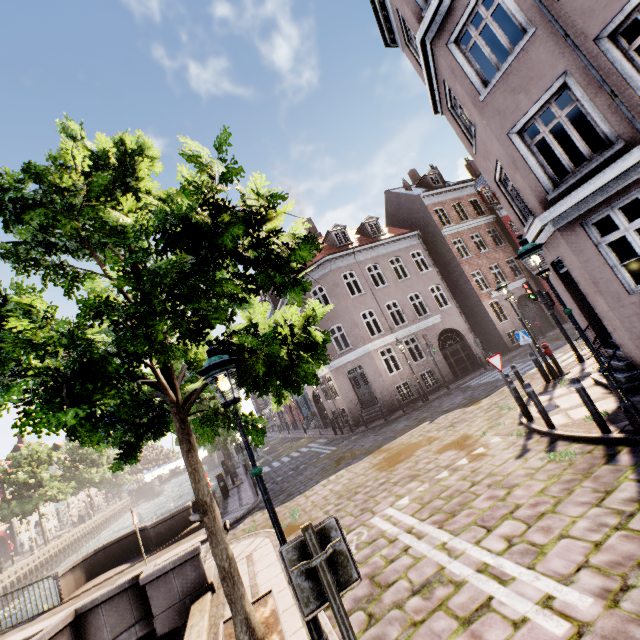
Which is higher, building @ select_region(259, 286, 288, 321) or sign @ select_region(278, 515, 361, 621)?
building @ select_region(259, 286, 288, 321)

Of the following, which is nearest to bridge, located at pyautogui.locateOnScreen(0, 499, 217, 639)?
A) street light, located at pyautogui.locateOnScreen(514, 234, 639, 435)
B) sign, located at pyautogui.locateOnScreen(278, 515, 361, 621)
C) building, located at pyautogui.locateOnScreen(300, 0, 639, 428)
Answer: street light, located at pyautogui.locateOnScreen(514, 234, 639, 435)

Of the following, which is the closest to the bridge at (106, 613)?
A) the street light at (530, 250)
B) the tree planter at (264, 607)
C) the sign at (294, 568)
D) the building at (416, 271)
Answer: the tree planter at (264, 607)

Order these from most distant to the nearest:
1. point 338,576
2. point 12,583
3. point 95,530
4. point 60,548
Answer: Result: point 95,530 → point 60,548 → point 12,583 → point 338,576

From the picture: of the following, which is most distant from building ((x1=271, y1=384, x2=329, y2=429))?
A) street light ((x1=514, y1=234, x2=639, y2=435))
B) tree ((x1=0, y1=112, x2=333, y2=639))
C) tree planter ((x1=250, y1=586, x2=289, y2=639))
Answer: tree planter ((x1=250, y1=586, x2=289, y2=639))

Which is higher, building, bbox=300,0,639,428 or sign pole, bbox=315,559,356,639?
building, bbox=300,0,639,428

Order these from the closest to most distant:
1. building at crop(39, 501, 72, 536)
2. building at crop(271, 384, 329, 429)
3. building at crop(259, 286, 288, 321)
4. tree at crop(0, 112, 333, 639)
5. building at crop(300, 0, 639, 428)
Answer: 1. tree at crop(0, 112, 333, 639)
2. building at crop(300, 0, 639, 428)
3. building at crop(259, 286, 288, 321)
4. building at crop(271, 384, 329, 429)
5. building at crop(39, 501, 72, 536)

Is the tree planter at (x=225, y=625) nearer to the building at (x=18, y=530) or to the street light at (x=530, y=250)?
the street light at (x=530, y=250)
